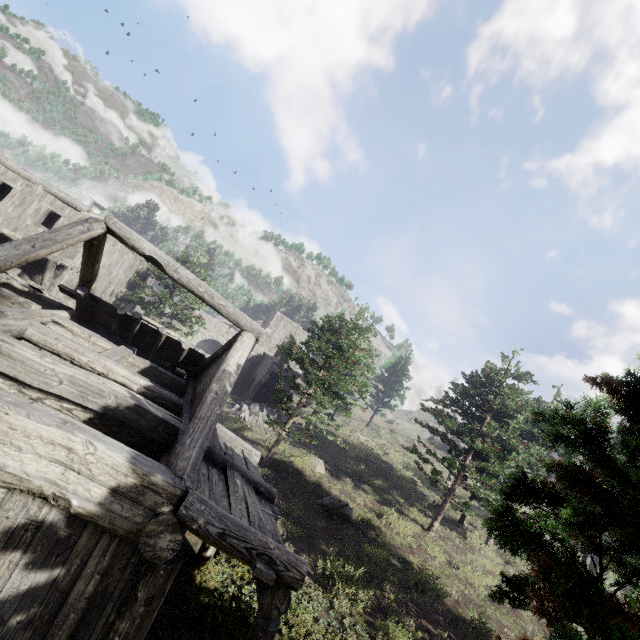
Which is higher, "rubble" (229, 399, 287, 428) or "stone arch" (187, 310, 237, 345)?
"stone arch" (187, 310, 237, 345)

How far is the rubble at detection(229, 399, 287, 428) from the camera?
23.4 meters

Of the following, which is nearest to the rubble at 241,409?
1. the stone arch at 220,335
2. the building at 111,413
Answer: the stone arch at 220,335

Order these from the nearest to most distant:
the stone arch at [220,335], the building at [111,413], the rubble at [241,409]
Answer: the building at [111,413]
the rubble at [241,409]
the stone arch at [220,335]

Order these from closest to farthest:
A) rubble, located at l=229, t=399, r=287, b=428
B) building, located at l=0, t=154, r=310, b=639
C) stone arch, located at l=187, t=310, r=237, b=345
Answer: building, located at l=0, t=154, r=310, b=639 → rubble, located at l=229, t=399, r=287, b=428 → stone arch, located at l=187, t=310, r=237, b=345

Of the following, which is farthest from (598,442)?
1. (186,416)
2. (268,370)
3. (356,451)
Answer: (268,370)

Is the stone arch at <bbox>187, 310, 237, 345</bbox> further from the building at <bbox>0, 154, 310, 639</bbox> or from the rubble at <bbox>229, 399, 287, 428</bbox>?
the rubble at <bbox>229, 399, 287, 428</bbox>

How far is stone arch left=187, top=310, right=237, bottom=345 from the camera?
34.34m
